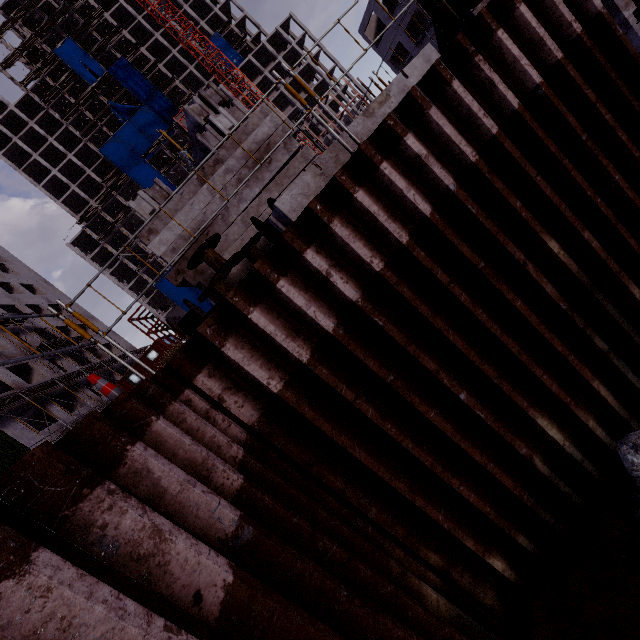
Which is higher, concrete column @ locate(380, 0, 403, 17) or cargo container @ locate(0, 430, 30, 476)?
concrete column @ locate(380, 0, 403, 17)

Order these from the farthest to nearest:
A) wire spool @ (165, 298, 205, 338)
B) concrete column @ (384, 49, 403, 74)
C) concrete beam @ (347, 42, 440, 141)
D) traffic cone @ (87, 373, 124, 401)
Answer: concrete column @ (384, 49, 403, 74)
wire spool @ (165, 298, 205, 338)
concrete beam @ (347, 42, 440, 141)
traffic cone @ (87, 373, 124, 401)

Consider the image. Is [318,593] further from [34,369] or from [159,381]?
[34,369]

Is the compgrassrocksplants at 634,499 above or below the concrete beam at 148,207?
below

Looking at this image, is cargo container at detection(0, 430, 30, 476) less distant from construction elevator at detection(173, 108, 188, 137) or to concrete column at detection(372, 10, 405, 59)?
concrete column at detection(372, 10, 405, 59)

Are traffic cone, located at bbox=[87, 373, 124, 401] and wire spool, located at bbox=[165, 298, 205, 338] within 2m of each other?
no

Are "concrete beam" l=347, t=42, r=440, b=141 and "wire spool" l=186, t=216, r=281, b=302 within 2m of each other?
yes

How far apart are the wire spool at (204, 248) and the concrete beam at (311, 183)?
1.00m
